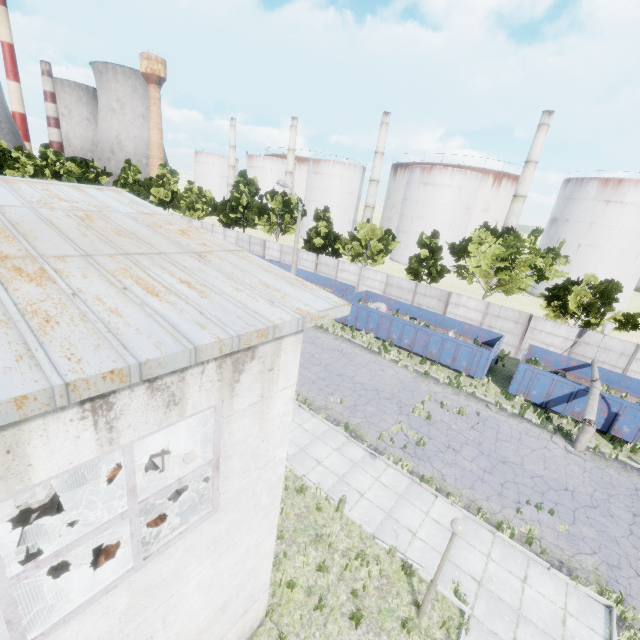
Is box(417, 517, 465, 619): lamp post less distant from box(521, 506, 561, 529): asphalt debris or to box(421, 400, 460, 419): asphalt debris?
box(521, 506, 561, 529): asphalt debris

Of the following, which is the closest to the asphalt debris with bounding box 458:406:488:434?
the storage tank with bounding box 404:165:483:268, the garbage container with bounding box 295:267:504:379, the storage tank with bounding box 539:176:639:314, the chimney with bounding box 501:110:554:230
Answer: the garbage container with bounding box 295:267:504:379

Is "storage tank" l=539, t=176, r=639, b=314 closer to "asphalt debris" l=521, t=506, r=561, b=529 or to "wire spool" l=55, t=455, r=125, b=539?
"asphalt debris" l=521, t=506, r=561, b=529

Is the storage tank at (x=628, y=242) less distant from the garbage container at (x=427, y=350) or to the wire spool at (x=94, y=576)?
the garbage container at (x=427, y=350)

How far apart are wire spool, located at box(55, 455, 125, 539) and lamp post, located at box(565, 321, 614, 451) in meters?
18.7

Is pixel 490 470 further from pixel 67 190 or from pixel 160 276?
pixel 67 190

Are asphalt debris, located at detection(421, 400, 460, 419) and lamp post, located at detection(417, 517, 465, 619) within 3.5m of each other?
no

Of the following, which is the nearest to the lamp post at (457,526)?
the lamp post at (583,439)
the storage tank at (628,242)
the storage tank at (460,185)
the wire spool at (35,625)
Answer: the wire spool at (35,625)
